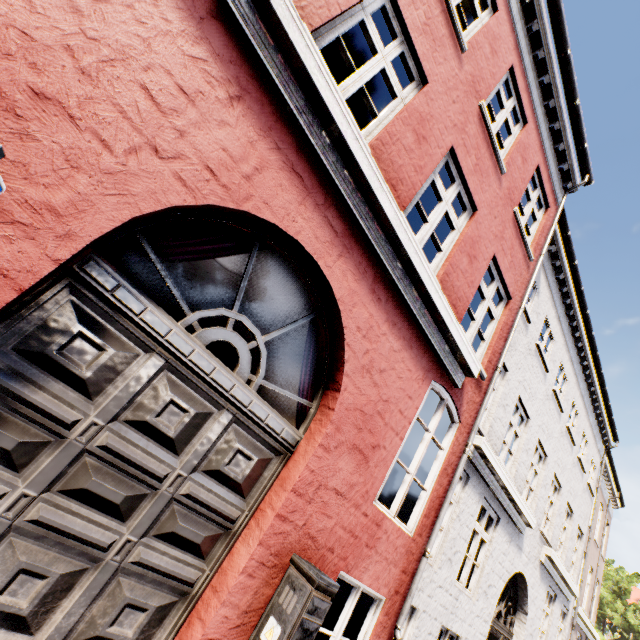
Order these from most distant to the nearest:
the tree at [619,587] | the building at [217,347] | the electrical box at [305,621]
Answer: the tree at [619,587], the electrical box at [305,621], the building at [217,347]

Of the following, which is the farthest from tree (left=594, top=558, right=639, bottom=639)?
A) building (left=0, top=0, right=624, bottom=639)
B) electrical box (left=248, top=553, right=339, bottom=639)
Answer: electrical box (left=248, top=553, right=339, bottom=639)

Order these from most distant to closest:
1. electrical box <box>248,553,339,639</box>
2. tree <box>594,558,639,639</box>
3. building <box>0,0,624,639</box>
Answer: tree <box>594,558,639,639</box>
electrical box <box>248,553,339,639</box>
building <box>0,0,624,639</box>

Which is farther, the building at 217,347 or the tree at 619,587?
the tree at 619,587

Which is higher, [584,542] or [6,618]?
[584,542]

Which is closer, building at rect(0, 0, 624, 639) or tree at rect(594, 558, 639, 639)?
building at rect(0, 0, 624, 639)
